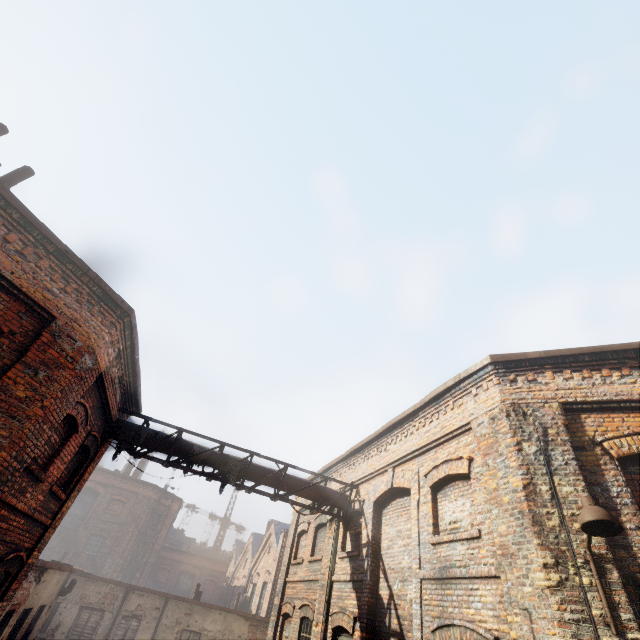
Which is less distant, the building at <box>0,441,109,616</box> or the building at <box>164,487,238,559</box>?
the building at <box>0,441,109,616</box>

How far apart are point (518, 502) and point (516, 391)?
2.0 meters

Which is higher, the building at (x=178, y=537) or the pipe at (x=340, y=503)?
the building at (x=178, y=537)

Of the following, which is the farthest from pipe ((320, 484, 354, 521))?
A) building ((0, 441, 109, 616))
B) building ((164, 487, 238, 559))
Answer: building ((164, 487, 238, 559))

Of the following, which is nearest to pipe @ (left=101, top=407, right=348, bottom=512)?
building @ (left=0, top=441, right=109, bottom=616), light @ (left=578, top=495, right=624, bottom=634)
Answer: building @ (left=0, top=441, right=109, bottom=616)

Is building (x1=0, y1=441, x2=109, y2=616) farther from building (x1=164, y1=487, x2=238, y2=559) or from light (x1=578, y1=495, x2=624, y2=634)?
building (x1=164, y1=487, x2=238, y2=559)

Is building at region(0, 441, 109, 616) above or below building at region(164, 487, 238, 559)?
below

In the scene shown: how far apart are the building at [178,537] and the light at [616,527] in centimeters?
5185cm
